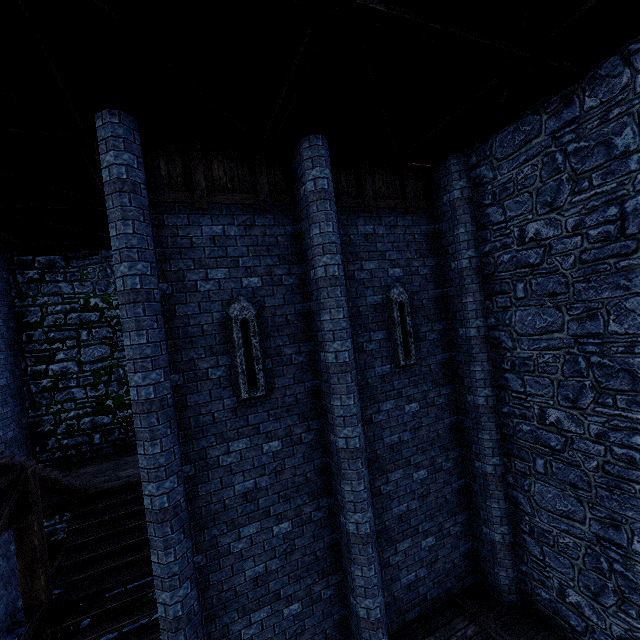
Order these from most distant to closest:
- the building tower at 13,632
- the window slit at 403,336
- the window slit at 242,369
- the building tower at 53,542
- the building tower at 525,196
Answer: the building tower at 53,542, the building tower at 13,632, the window slit at 403,336, the window slit at 242,369, the building tower at 525,196

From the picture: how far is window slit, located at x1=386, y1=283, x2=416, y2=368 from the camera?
6.9 meters

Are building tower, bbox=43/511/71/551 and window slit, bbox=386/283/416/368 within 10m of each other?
no

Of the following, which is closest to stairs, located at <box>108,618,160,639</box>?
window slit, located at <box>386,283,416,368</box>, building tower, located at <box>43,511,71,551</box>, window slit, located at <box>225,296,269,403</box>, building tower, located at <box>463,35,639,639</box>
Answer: building tower, located at <box>463,35,639,639</box>

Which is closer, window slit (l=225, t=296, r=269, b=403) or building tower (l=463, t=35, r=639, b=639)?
building tower (l=463, t=35, r=639, b=639)

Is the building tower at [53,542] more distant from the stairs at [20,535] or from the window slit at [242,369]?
the window slit at [242,369]

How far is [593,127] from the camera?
4.9m

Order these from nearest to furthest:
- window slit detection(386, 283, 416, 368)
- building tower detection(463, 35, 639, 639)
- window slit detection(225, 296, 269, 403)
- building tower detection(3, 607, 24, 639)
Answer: building tower detection(463, 35, 639, 639)
window slit detection(225, 296, 269, 403)
window slit detection(386, 283, 416, 368)
building tower detection(3, 607, 24, 639)
